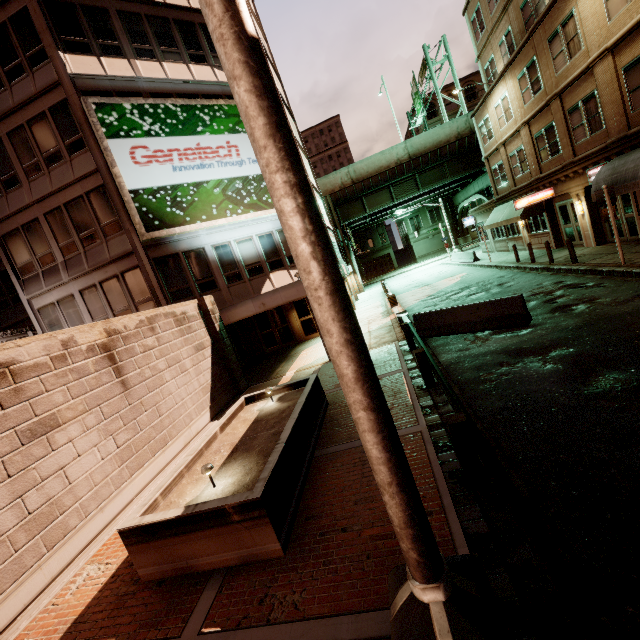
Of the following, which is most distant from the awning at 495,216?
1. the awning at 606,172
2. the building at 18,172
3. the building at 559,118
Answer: the building at 18,172

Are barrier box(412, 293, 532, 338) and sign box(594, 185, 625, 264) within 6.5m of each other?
yes

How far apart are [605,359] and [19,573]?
11.8m

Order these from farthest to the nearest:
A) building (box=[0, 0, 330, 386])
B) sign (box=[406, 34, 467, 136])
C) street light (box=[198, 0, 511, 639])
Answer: sign (box=[406, 34, 467, 136]) < building (box=[0, 0, 330, 386]) < street light (box=[198, 0, 511, 639])

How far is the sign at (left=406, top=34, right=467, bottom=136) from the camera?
36.5 meters

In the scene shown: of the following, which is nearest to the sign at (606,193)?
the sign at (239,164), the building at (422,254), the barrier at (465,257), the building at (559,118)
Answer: the building at (559,118)

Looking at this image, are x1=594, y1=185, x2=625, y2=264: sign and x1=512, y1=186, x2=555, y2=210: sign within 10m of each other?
yes

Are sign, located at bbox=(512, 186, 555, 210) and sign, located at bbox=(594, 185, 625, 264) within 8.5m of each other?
yes
